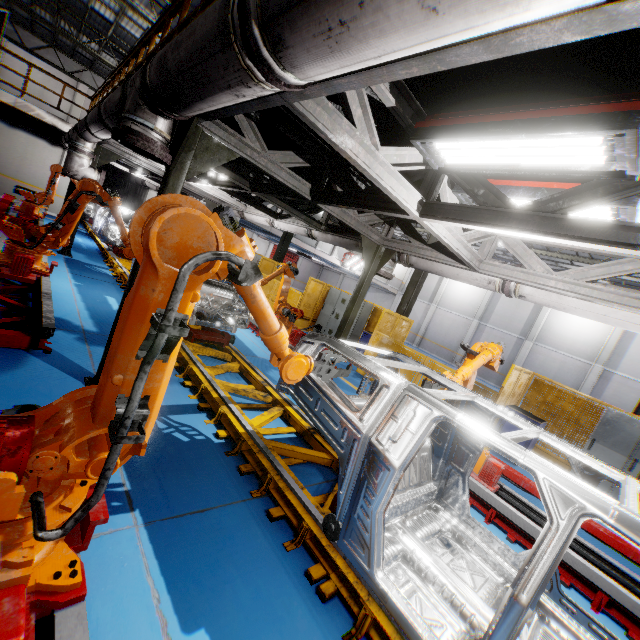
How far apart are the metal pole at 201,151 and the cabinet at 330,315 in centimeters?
894cm

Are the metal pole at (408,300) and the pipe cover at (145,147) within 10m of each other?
no

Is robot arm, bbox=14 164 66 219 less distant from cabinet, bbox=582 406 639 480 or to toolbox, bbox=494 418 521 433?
toolbox, bbox=494 418 521 433

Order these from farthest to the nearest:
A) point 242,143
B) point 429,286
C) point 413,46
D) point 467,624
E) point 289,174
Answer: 1. point 429,286
2. point 289,174
3. point 242,143
4. point 467,624
5. point 413,46

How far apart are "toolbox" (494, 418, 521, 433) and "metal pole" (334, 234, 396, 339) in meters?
4.7

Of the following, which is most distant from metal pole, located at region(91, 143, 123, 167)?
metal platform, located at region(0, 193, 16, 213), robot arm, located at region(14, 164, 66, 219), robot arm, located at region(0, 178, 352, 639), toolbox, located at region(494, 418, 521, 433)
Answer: toolbox, located at region(494, 418, 521, 433)

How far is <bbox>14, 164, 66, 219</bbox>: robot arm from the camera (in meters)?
11.25

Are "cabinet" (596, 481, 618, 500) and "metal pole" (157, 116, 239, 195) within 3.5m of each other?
no
